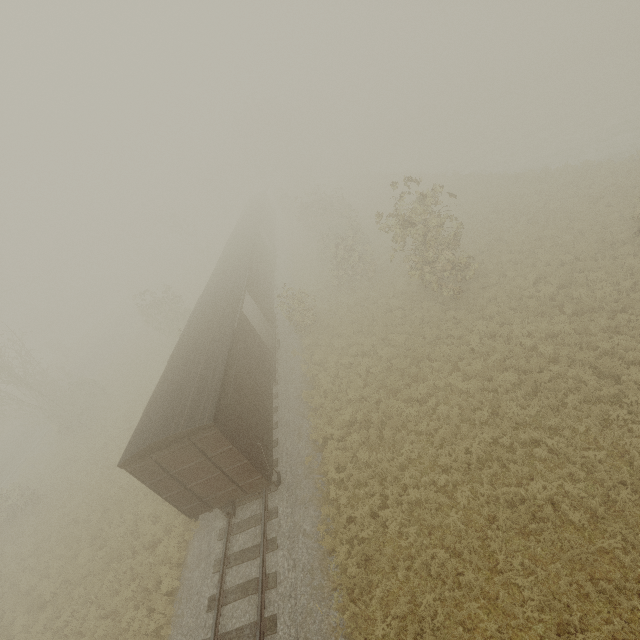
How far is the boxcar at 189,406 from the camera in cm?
1009

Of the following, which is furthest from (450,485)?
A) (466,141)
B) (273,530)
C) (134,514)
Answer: (466,141)

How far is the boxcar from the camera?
10.1 meters

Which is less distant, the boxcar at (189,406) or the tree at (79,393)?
the boxcar at (189,406)

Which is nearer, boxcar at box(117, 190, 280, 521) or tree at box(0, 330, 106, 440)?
boxcar at box(117, 190, 280, 521)
